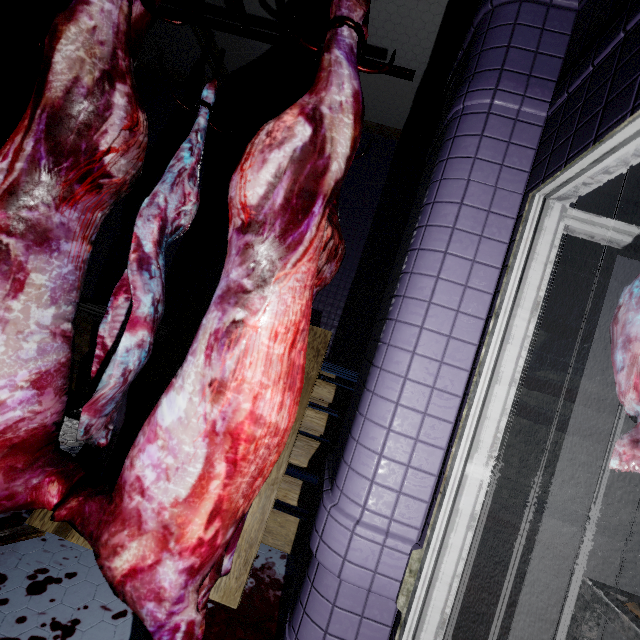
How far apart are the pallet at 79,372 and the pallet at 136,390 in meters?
0.3 m

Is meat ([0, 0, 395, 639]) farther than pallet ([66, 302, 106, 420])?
No

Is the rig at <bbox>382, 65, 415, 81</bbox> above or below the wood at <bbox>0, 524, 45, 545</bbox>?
above

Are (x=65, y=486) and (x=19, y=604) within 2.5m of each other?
yes

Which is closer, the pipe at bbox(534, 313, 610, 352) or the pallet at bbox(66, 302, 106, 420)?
the pallet at bbox(66, 302, 106, 420)

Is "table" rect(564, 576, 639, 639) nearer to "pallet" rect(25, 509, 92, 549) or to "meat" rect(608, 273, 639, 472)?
"meat" rect(608, 273, 639, 472)

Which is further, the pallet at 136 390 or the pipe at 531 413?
the pipe at 531 413

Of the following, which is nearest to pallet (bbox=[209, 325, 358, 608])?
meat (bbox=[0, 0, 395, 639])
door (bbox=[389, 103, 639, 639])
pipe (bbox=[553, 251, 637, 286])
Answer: meat (bbox=[0, 0, 395, 639])
